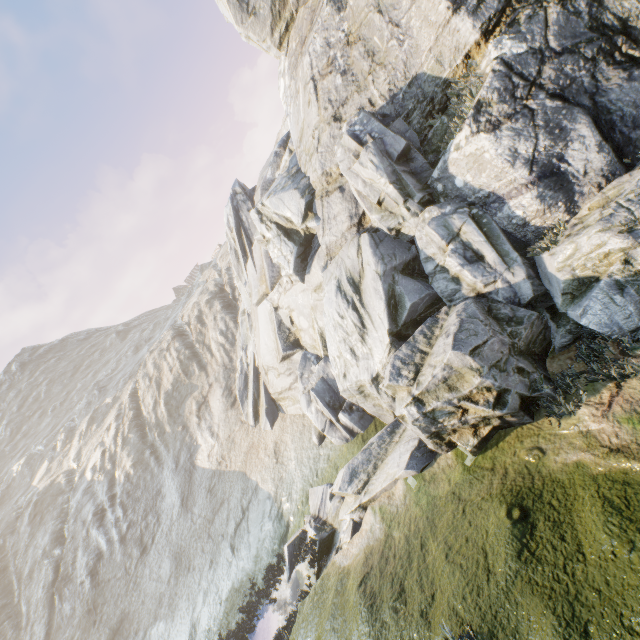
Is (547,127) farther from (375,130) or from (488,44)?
(375,130)
